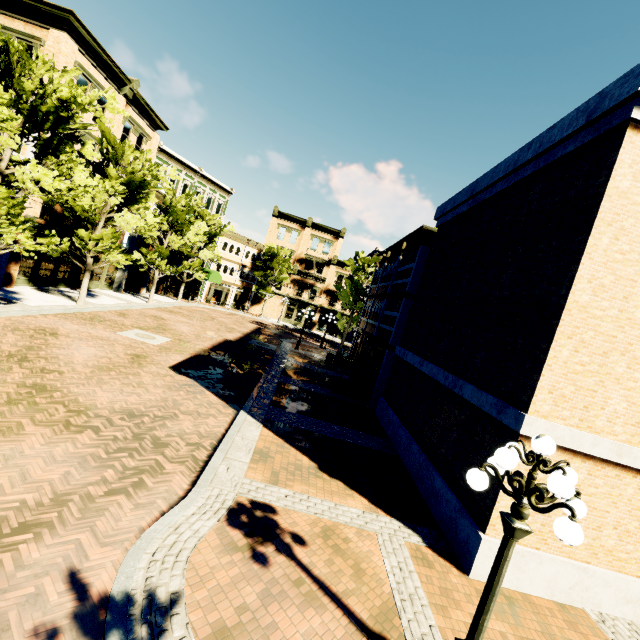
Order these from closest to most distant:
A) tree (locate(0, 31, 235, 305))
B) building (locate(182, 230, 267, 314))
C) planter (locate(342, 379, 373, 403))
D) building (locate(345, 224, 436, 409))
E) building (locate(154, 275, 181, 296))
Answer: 1. tree (locate(0, 31, 235, 305))
2. building (locate(345, 224, 436, 409))
3. planter (locate(342, 379, 373, 403))
4. building (locate(154, 275, 181, 296))
5. building (locate(182, 230, 267, 314))

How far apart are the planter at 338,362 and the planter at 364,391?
6.9 meters

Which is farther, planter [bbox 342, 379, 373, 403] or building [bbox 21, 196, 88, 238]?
building [bbox 21, 196, 88, 238]

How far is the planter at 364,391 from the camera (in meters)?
16.86

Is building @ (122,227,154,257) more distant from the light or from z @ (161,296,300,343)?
the light

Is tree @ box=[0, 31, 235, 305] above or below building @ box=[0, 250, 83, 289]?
above

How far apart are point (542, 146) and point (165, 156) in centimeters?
3352cm
